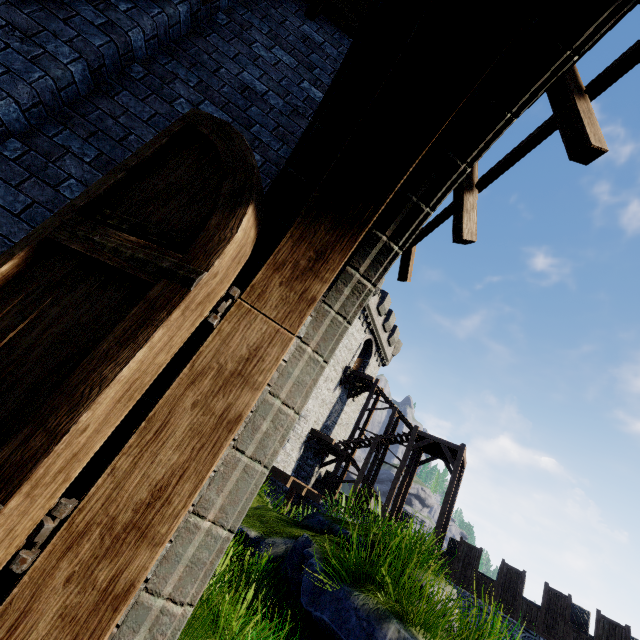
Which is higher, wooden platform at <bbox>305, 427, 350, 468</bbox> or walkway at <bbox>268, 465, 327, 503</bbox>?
wooden platform at <bbox>305, 427, 350, 468</bbox>

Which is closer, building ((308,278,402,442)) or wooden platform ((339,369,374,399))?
building ((308,278,402,442))

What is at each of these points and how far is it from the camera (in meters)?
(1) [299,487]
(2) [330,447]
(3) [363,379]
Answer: (1) walkway, 18.62
(2) wooden platform, 24.34
(3) wooden platform, 27.27

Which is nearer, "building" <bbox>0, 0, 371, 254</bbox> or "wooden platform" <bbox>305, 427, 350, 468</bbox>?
"building" <bbox>0, 0, 371, 254</bbox>

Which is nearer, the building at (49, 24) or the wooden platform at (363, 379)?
the building at (49, 24)

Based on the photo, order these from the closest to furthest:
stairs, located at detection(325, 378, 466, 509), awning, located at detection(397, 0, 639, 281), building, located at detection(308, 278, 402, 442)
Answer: awning, located at detection(397, 0, 639, 281) < stairs, located at detection(325, 378, 466, 509) < building, located at detection(308, 278, 402, 442)

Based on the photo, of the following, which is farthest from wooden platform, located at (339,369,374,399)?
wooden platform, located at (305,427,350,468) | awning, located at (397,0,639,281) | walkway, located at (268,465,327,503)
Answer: awning, located at (397,0,639,281)

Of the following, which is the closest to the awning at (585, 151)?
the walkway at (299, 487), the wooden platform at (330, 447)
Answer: the walkway at (299, 487)
